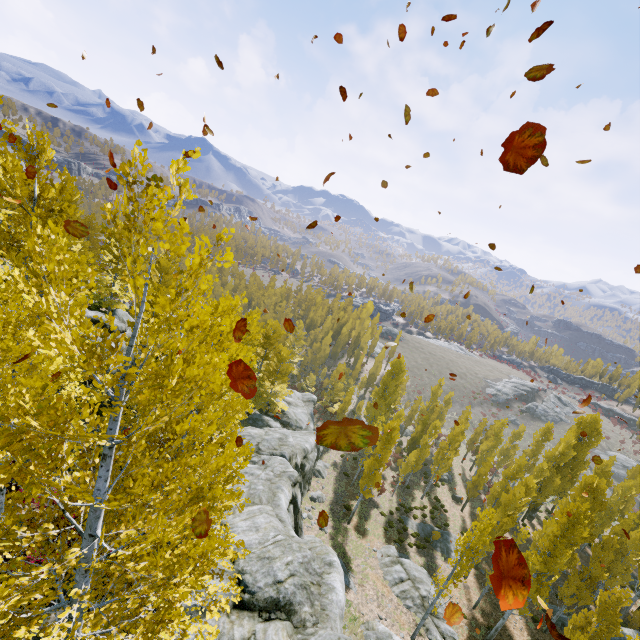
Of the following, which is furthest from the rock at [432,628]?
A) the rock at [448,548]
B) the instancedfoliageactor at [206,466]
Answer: the rock at [448,548]

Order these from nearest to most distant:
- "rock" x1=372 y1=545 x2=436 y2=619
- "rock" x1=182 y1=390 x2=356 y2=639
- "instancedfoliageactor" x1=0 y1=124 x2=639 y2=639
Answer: "instancedfoliageactor" x1=0 y1=124 x2=639 y2=639, "rock" x1=182 y1=390 x2=356 y2=639, "rock" x1=372 y1=545 x2=436 y2=619

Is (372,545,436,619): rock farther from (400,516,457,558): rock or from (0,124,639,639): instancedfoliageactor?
(400,516,457,558): rock

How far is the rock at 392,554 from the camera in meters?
22.1

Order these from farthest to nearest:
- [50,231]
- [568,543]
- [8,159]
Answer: [568,543], [8,159], [50,231]

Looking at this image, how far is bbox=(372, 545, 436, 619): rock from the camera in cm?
2211

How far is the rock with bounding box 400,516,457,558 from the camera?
30.38m

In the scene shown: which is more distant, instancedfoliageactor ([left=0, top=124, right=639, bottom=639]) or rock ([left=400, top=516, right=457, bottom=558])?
rock ([left=400, top=516, right=457, bottom=558])
